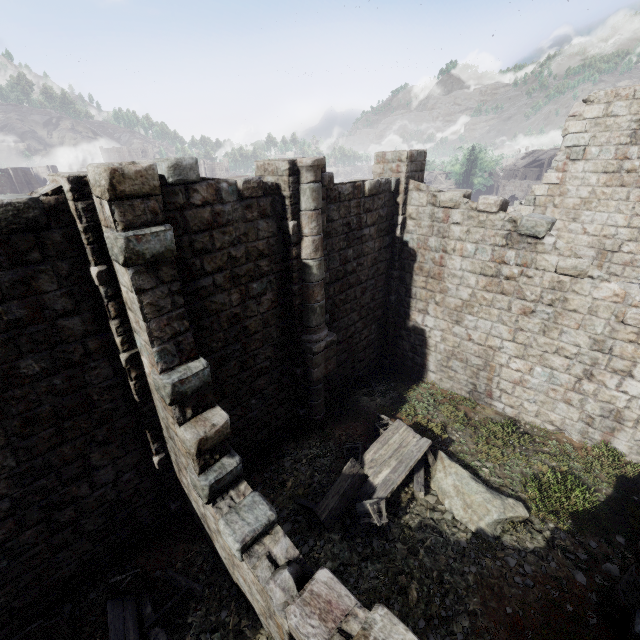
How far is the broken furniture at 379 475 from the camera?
7.7m

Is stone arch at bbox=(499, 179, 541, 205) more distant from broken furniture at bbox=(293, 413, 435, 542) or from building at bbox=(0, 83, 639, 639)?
broken furniture at bbox=(293, 413, 435, 542)

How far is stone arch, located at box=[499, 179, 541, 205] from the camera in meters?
50.2 m

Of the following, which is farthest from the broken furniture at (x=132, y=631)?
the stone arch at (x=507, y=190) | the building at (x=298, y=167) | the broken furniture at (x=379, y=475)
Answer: the stone arch at (x=507, y=190)

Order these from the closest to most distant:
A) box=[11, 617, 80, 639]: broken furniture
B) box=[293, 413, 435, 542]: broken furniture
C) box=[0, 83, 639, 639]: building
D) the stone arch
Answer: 1. box=[0, 83, 639, 639]: building
2. box=[11, 617, 80, 639]: broken furniture
3. box=[293, 413, 435, 542]: broken furniture
4. the stone arch

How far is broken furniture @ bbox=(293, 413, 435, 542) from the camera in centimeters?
773cm

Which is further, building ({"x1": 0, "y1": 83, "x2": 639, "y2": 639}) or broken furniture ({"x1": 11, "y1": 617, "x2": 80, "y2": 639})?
broken furniture ({"x1": 11, "y1": 617, "x2": 80, "y2": 639})

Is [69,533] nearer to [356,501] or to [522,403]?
[356,501]
